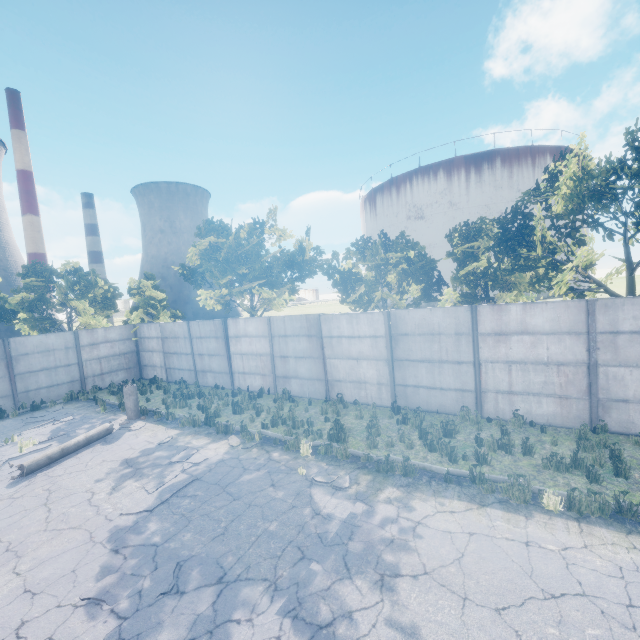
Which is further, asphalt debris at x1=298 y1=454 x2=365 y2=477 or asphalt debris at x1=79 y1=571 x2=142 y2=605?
asphalt debris at x1=298 y1=454 x2=365 y2=477

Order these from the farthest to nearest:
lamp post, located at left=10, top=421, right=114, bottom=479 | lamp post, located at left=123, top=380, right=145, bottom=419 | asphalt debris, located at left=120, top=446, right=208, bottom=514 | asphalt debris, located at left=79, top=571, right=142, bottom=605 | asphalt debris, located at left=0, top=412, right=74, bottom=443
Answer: lamp post, located at left=123, top=380, right=145, bottom=419 < asphalt debris, located at left=0, top=412, right=74, bottom=443 < lamp post, located at left=10, top=421, right=114, bottom=479 < asphalt debris, located at left=120, top=446, right=208, bottom=514 < asphalt debris, located at left=79, top=571, right=142, bottom=605

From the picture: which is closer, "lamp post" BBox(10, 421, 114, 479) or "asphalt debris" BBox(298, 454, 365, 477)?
"asphalt debris" BBox(298, 454, 365, 477)

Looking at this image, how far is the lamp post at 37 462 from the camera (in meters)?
9.26

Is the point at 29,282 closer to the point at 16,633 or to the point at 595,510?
the point at 16,633

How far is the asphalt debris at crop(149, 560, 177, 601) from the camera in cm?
502

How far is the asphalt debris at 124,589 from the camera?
5.0m

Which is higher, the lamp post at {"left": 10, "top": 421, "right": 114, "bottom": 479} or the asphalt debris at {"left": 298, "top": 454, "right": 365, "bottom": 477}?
the lamp post at {"left": 10, "top": 421, "right": 114, "bottom": 479}
